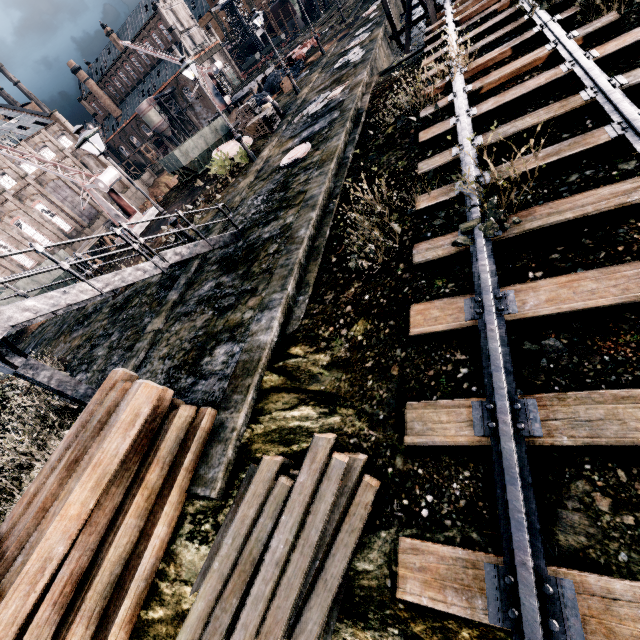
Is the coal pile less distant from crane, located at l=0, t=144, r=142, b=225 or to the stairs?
crane, located at l=0, t=144, r=142, b=225

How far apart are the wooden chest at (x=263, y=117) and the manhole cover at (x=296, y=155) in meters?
8.2 m

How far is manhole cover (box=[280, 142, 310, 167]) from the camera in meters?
15.3

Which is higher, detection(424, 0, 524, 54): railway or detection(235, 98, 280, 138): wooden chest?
detection(235, 98, 280, 138): wooden chest

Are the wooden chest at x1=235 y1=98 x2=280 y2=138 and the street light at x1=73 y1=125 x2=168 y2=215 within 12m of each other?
no

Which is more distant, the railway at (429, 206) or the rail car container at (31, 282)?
the rail car container at (31, 282)

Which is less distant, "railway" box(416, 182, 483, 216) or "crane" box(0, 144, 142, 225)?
"railway" box(416, 182, 483, 216)

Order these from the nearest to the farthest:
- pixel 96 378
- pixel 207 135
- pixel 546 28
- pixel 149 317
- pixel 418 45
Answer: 1. pixel 546 28
2. pixel 96 378
3. pixel 149 317
4. pixel 207 135
5. pixel 418 45
